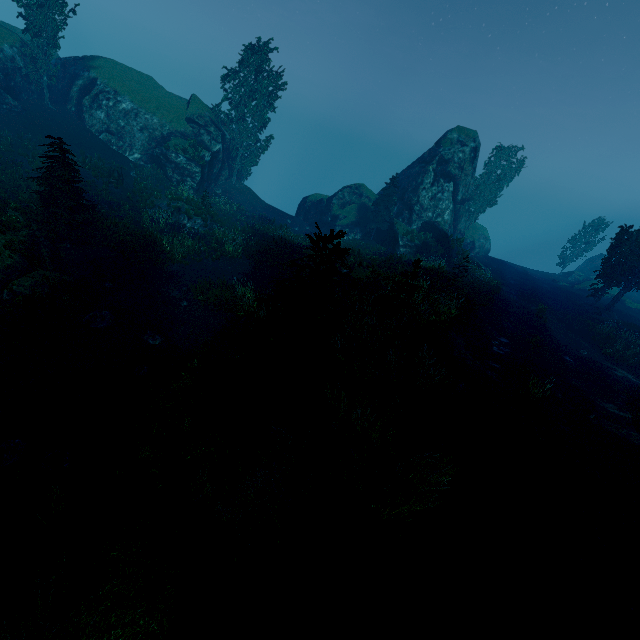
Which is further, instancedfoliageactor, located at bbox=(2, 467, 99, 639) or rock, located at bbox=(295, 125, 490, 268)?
rock, located at bbox=(295, 125, 490, 268)

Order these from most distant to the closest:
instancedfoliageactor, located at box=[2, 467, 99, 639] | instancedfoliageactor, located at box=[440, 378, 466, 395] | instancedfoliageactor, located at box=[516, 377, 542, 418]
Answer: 1. instancedfoliageactor, located at box=[516, 377, 542, 418]
2. instancedfoliageactor, located at box=[440, 378, 466, 395]
3. instancedfoliageactor, located at box=[2, 467, 99, 639]

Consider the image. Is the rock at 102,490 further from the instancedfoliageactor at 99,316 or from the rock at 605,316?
the rock at 605,316

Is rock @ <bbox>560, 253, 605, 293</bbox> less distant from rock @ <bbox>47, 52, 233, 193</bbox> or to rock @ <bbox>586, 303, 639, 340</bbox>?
rock @ <bbox>586, 303, 639, 340</bbox>

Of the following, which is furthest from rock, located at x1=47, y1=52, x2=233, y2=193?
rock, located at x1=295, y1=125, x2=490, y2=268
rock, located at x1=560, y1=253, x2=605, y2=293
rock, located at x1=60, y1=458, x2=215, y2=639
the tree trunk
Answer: rock, located at x1=560, y1=253, x2=605, y2=293

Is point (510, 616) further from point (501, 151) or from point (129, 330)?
point (501, 151)

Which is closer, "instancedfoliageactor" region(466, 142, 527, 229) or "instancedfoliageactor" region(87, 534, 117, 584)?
"instancedfoliageactor" region(87, 534, 117, 584)

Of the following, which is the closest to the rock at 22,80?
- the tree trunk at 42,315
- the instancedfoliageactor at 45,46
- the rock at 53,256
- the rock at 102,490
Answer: the instancedfoliageactor at 45,46
